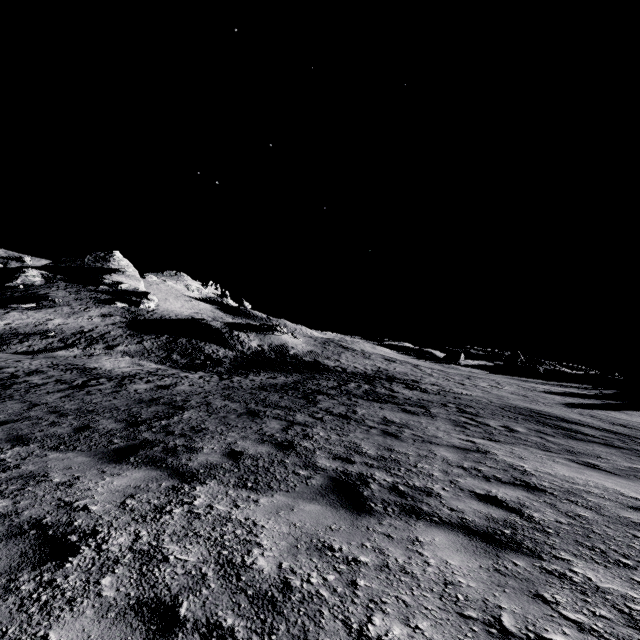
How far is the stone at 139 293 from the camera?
52.0m

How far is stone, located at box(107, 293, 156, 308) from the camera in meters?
52.0 m

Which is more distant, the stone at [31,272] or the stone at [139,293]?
the stone at [31,272]

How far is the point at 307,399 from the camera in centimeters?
1319cm

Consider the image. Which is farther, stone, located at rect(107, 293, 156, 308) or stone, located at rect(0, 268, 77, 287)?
stone, located at rect(0, 268, 77, 287)
